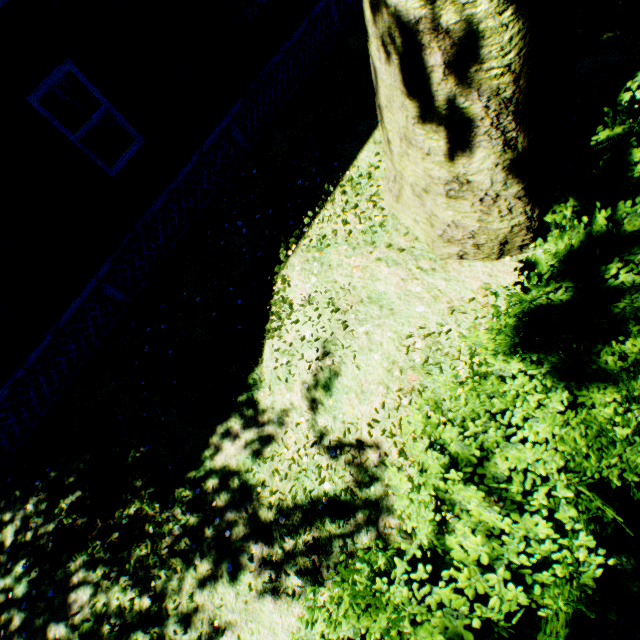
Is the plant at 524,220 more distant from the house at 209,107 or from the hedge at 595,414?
the house at 209,107

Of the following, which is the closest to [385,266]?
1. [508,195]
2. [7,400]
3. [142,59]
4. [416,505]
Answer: [508,195]

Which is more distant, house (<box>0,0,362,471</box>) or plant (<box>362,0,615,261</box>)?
house (<box>0,0,362,471</box>)

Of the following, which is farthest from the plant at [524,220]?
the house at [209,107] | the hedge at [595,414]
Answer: the house at [209,107]

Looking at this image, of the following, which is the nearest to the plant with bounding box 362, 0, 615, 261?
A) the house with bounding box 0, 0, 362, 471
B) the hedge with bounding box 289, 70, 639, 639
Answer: the hedge with bounding box 289, 70, 639, 639

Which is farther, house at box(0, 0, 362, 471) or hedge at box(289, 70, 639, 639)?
house at box(0, 0, 362, 471)
